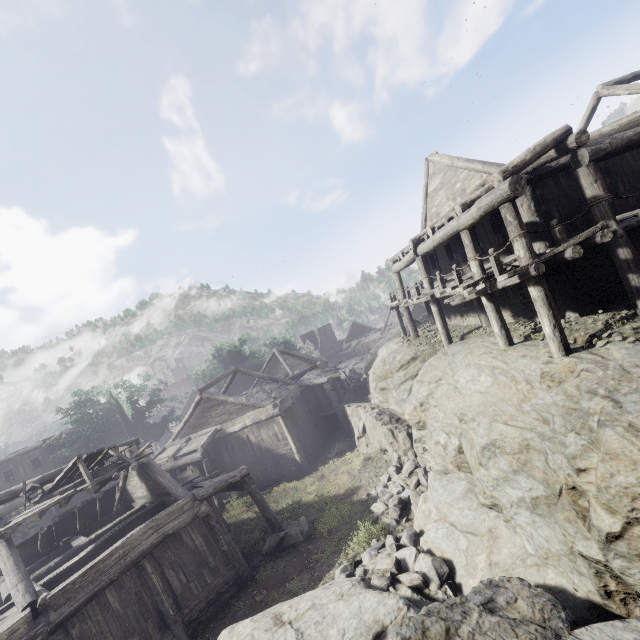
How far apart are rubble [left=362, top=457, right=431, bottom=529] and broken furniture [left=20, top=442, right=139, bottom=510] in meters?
9.4

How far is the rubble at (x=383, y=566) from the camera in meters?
7.9

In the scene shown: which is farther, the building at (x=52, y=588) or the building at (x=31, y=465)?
the building at (x=31, y=465)

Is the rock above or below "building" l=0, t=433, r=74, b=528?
below

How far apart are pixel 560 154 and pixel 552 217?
2.21m

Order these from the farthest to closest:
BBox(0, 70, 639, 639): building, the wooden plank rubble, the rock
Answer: the wooden plank rubble < BBox(0, 70, 639, 639): building < the rock

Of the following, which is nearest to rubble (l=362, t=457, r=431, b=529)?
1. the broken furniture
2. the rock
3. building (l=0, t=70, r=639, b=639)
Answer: the rock

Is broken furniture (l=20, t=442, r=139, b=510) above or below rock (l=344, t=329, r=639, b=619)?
above
